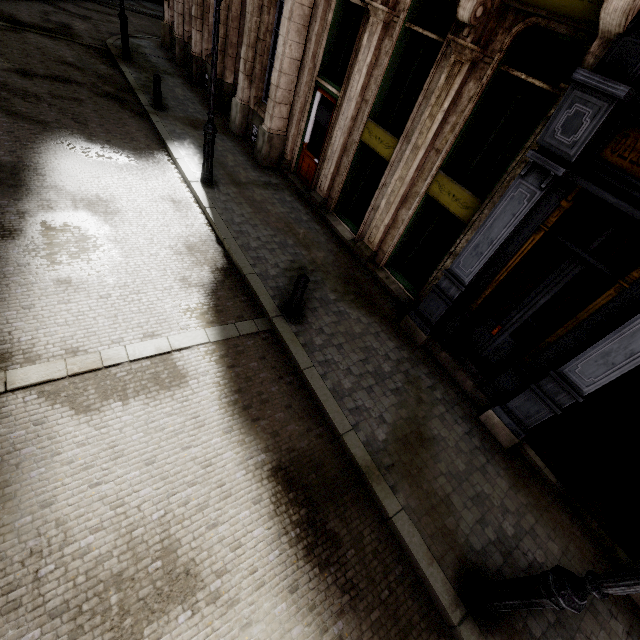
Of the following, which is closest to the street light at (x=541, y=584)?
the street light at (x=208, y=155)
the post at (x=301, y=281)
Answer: the post at (x=301, y=281)

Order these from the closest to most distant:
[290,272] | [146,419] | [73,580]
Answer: [73,580], [146,419], [290,272]

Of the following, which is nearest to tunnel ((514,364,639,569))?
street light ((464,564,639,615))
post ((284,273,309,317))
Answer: street light ((464,564,639,615))

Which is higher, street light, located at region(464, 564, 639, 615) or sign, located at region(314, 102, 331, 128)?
sign, located at region(314, 102, 331, 128)

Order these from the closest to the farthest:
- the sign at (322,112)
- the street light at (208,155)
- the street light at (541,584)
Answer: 1. the street light at (541,584)
2. the street light at (208,155)
3. the sign at (322,112)

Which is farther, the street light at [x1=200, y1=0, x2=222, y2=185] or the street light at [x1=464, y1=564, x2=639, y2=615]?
the street light at [x1=200, y1=0, x2=222, y2=185]

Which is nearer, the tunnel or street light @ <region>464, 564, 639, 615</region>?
street light @ <region>464, 564, 639, 615</region>

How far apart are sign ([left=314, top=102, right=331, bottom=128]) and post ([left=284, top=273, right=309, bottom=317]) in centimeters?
564cm
